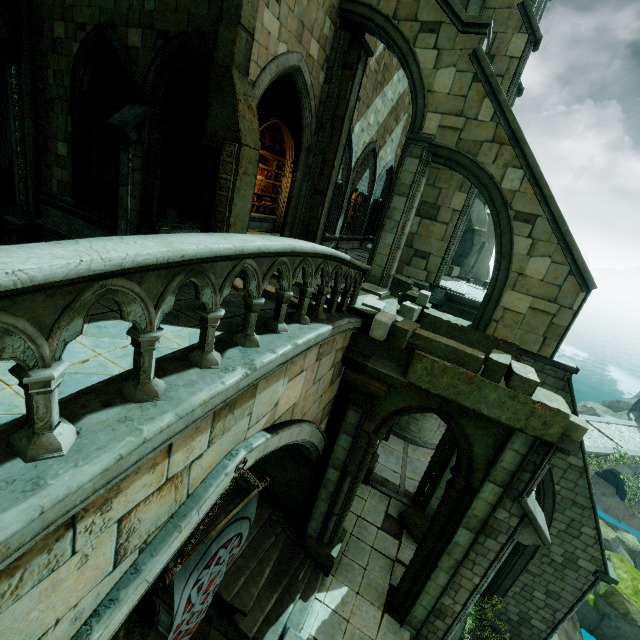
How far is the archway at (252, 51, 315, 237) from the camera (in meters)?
8.30

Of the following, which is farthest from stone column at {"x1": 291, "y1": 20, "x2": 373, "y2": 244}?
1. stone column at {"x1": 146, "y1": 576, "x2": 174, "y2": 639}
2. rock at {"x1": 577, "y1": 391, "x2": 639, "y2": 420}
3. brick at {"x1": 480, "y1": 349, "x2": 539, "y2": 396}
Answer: rock at {"x1": 577, "y1": 391, "x2": 639, "y2": 420}

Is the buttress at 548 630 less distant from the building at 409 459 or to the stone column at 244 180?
the building at 409 459

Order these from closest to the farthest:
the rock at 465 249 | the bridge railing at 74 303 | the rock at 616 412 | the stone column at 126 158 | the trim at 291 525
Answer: the bridge railing at 74 303
the stone column at 126 158
the trim at 291 525
the rock at 465 249
the rock at 616 412

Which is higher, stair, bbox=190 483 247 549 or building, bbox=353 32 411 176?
building, bbox=353 32 411 176

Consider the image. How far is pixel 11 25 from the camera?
9.6m

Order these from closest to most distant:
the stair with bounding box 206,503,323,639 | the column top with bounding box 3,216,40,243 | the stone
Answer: the stone < the stair with bounding box 206,503,323,639 < the column top with bounding box 3,216,40,243

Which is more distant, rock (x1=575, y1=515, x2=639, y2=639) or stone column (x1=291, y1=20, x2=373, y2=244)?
rock (x1=575, y1=515, x2=639, y2=639)
